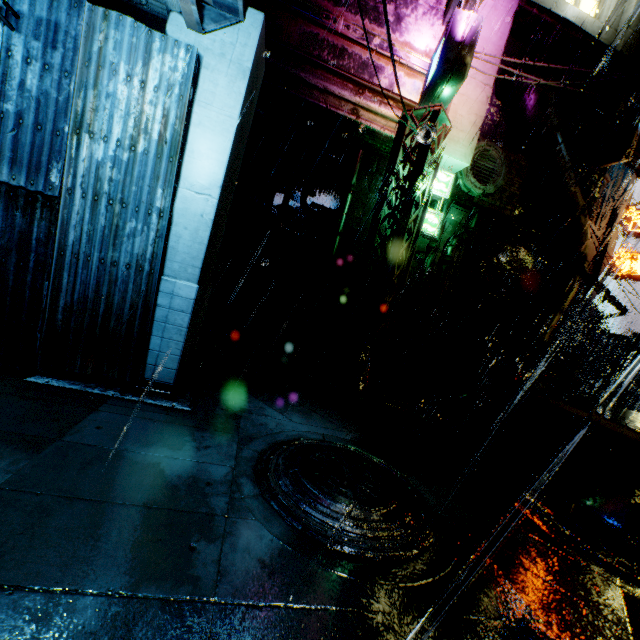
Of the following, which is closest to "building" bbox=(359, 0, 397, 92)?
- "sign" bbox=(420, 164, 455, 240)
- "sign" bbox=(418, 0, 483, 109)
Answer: "sign" bbox=(418, 0, 483, 109)

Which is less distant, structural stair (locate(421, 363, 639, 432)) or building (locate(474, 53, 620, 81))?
structural stair (locate(421, 363, 639, 432))

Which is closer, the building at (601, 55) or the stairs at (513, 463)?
the stairs at (513, 463)

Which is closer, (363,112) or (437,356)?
(363,112)

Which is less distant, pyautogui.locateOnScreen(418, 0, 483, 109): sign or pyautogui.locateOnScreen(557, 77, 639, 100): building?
pyautogui.locateOnScreen(418, 0, 483, 109): sign

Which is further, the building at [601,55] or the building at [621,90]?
the building at [621,90]

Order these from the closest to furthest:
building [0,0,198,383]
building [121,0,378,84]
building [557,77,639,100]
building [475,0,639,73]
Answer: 1. building [0,0,198,383]
2. building [121,0,378,84]
3. building [475,0,639,73]
4. building [557,77,639,100]

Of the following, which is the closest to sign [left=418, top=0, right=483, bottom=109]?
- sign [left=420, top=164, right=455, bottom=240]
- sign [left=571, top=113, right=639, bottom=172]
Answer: sign [left=420, top=164, right=455, bottom=240]
